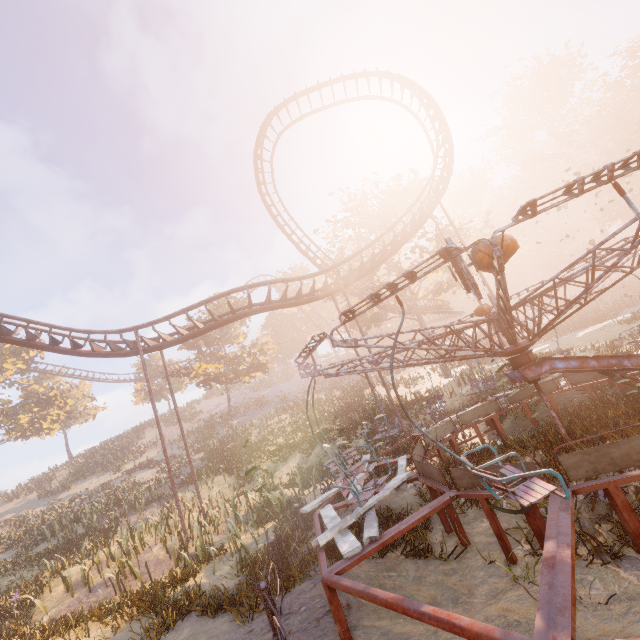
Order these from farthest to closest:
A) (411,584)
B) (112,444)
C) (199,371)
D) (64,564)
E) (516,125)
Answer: (516,125) → (112,444) → (199,371) → (64,564) → (411,584)

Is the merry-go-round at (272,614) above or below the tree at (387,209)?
below

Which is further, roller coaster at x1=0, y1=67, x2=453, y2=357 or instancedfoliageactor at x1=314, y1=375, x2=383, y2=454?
instancedfoliageactor at x1=314, y1=375, x2=383, y2=454

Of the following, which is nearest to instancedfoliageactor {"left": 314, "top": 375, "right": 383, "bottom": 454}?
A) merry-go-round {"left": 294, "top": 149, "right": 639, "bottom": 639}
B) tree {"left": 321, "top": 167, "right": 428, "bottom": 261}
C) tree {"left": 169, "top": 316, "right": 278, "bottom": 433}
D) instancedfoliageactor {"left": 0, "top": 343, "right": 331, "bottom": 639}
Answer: tree {"left": 321, "top": 167, "right": 428, "bottom": 261}

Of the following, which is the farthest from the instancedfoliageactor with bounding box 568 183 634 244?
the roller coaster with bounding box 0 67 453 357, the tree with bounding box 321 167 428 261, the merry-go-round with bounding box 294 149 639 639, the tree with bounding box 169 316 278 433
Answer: the tree with bounding box 169 316 278 433

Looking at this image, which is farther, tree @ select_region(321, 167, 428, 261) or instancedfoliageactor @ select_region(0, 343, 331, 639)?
tree @ select_region(321, 167, 428, 261)

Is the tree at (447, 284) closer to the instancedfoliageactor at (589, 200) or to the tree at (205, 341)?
the tree at (205, 341)

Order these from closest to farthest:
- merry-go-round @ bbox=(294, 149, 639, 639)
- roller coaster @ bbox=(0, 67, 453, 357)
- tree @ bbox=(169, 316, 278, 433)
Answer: merry-go-round @ bbox=(294, 149, 639, 639) → roller coaster @ bbox=(0, 67, 453, 357) → tree @ bbox=(169, 316, 278, 433)
